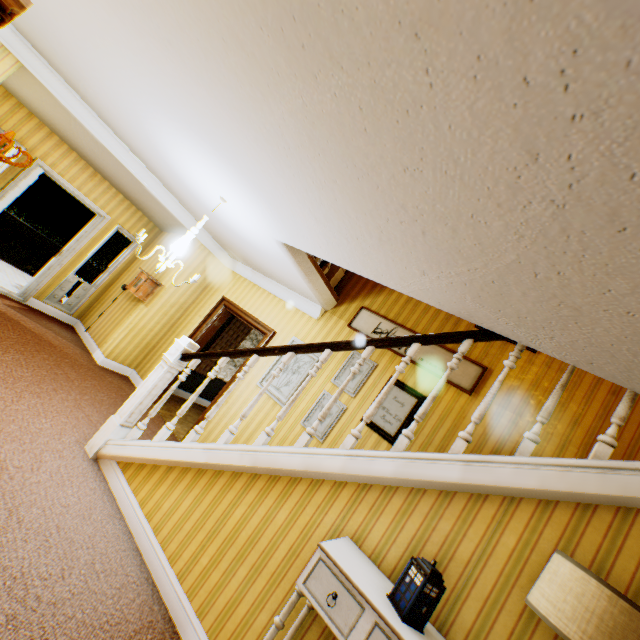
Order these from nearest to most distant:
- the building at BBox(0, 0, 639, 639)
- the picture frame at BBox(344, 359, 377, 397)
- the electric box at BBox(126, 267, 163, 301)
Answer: the building at BBox(0, 0, 639, 639) < the picture frame at BBox(344, 359, 377, 397) < the electric box at BBox(126, 267, 163, 301)

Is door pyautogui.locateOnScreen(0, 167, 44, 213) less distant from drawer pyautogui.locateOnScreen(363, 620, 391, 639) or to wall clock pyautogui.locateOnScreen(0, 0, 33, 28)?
wall clock pyautogui.locateOnScreen(0, 0, 33, 28)

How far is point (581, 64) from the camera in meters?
0.9

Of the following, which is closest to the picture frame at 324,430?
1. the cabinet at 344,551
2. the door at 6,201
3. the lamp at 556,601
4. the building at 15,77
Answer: the building at 15,77

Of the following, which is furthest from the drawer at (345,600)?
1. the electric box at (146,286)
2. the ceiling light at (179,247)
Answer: the electric box at (146,286)

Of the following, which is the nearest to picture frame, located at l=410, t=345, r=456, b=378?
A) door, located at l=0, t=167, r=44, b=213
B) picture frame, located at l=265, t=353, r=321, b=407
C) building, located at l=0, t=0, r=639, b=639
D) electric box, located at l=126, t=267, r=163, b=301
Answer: building, located at l=0, t=0, r=639, b=639

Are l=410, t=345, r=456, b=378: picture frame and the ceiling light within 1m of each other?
no

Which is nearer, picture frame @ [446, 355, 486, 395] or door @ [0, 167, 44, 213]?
picture frame @ [446, 355, 486, 395]
